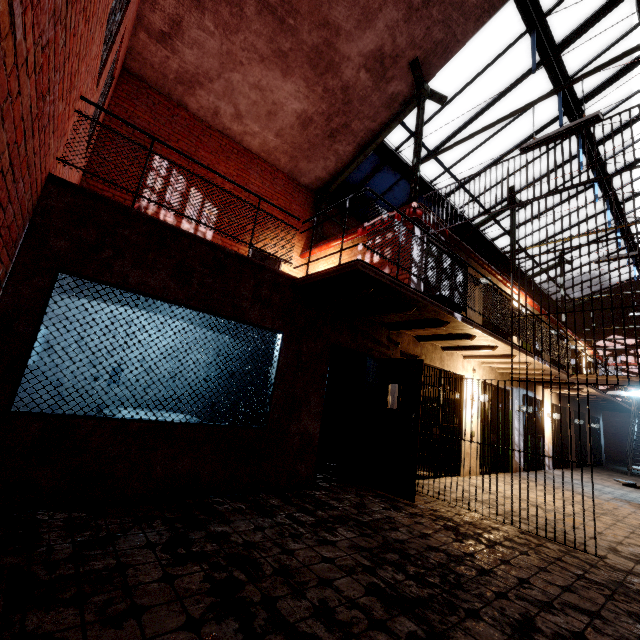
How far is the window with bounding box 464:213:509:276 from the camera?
13.3 meters

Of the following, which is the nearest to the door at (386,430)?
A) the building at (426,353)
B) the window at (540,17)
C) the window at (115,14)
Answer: the building at (426,353)

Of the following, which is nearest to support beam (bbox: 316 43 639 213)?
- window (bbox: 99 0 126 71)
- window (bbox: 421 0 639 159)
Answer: window (bbox: 421 0 639 159)

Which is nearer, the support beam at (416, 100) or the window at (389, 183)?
the support beam at (416, 100)

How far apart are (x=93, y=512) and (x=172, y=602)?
1.61m

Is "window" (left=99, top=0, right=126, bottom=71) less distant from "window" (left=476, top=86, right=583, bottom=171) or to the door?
the door

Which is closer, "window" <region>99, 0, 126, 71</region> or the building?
"window" <region>99, 0, 126, 71</region>

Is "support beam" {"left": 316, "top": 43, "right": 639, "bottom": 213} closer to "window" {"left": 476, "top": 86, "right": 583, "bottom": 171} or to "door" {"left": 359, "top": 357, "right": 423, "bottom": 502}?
"window" {"left": 476, "top": 86, "right": 583, "bottom": 171}
